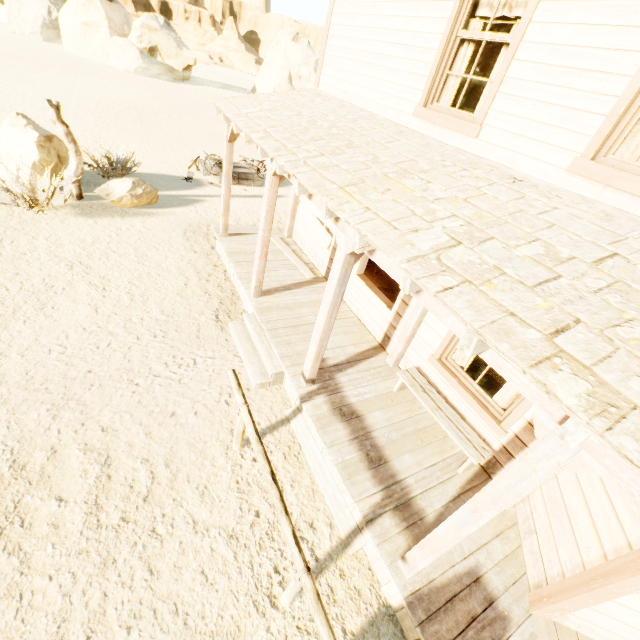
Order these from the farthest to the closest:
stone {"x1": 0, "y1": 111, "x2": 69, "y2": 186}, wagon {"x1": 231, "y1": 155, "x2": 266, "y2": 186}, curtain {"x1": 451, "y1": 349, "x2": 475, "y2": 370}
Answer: wagon {"x1": 231, "y1": 155, "x2": 266, "y2": 186} → stone {"x1": 0, "y1": 111, "x2": 69, "y2": 186} → curtain {"x1": 451, "y1": 349, "x2": 475, "y2": 370}

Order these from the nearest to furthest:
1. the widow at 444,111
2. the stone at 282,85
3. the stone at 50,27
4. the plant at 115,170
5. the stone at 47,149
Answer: the widow at 444,111 < the stone at 47,149 < the plant at 115,170 < the stone at 50,27 < the stone at 282,85

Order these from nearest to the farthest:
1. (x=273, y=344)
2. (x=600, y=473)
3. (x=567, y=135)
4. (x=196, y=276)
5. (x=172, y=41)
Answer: (x=600, y=473), (x=567, y=135), (x=273, y=344), (x=196, y=276), (x=172, y=41)

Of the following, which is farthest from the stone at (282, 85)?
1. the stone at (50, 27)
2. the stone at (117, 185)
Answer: the stone at (117, 185)

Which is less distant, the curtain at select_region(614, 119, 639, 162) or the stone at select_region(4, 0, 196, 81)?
the curtain at select_region(614, 119, 639, 162)

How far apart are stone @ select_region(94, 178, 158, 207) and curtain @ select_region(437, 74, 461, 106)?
8.11m

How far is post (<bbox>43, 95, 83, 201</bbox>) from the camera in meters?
7.5 m

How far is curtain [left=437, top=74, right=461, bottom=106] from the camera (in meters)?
4.51
